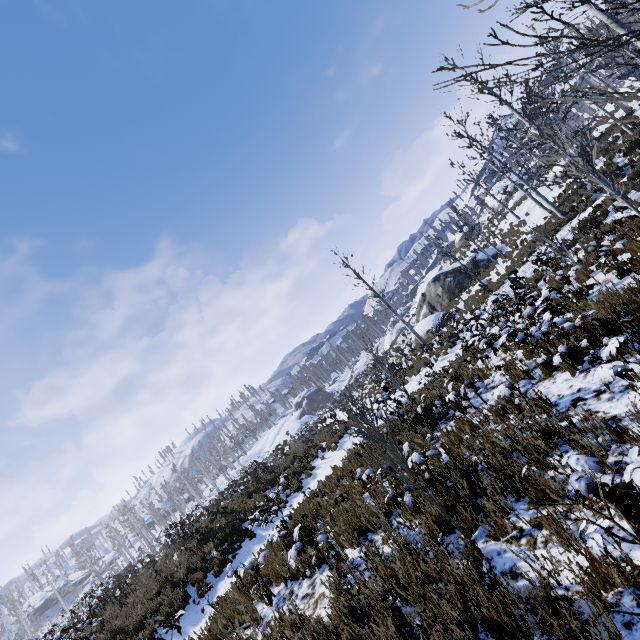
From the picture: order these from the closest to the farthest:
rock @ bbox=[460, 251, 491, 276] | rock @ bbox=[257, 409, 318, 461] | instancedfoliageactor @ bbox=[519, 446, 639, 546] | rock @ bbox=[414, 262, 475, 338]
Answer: instancedfoliageactor @ bbox=[519, 446, 639, 546]
rock @ bbox=[414, 262, 475, 338]
rock @ bbox=[460, 251, 491, 276]
rock @ bbox=[257, 409, 318, 461]

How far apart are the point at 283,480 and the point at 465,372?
6.2 meters

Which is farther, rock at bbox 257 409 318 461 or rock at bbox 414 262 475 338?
rock at bbox 257 409 318 461

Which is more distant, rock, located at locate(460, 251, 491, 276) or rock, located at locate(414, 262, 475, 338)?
rock, located at locate(460, 251, 491, 276)

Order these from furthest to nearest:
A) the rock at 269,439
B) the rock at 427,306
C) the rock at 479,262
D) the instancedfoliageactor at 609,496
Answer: the rock at 269,439
the rock at 479,262
the rock at 427,306
the instancedfoliageactor at 609,496

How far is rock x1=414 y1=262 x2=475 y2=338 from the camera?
26.5 meters

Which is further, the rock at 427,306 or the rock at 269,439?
the rock at 269,439
